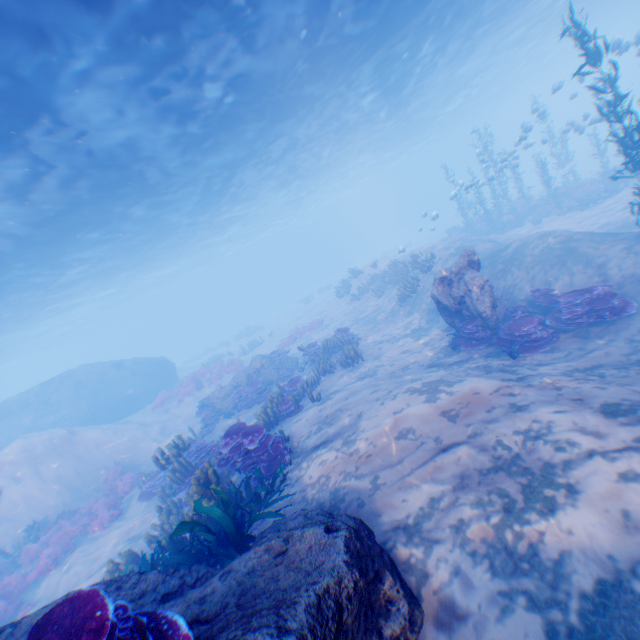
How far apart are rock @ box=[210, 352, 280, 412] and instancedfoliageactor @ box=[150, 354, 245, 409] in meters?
6.2 m

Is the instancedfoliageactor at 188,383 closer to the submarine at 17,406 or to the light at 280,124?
the submarine at 17,406

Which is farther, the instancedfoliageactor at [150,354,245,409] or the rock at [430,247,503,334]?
the instancedfoliageactor at [150,354,245,409]

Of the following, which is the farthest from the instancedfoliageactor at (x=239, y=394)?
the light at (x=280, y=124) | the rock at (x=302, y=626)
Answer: the light at (x=280, y=124)

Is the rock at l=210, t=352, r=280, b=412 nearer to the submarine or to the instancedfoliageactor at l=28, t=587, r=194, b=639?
the submarine

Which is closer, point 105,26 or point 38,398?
point 105,26

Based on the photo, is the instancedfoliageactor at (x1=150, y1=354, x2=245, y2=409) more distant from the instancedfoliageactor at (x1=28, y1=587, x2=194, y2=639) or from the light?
the instancedfoliageactor at (x1=28, y1=587, x2=194, y2=639)

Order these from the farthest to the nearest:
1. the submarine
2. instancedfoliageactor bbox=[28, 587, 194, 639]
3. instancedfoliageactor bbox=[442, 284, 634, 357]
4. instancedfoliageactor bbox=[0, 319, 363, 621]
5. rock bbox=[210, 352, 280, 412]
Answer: the submarine < rock bbox=[210, 352, 280, 412] < instancedfoliageactor bbox=[442, 284, 634, 357] < instancedfoliageactor bbox=[0, 319, 363, 621] < instancedfoliageactor bbox=[28, 587, 194, 639]
